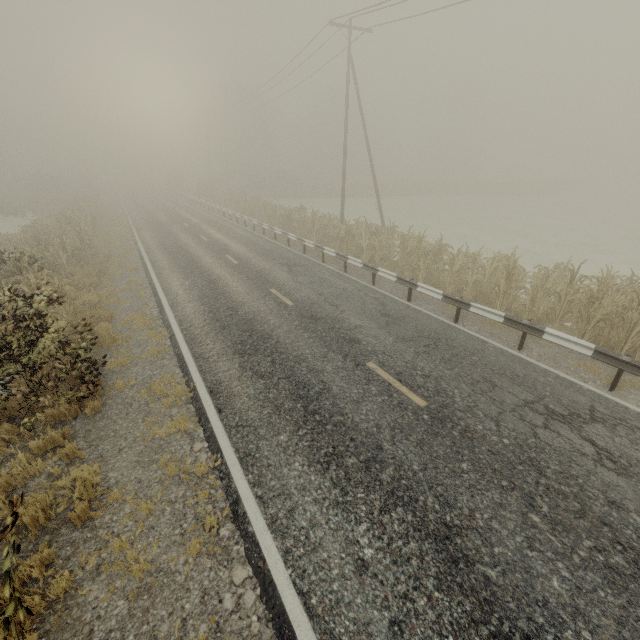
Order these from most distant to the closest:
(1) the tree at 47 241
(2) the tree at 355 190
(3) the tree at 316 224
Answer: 1. (2) the tree at 355 190
2. (3) the tree at 316 224
3. (1) the tree at 47 241

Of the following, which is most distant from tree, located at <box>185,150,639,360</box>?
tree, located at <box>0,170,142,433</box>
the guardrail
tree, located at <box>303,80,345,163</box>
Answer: tree, located at <box>303,80,345,163</box>

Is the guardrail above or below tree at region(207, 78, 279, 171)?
below

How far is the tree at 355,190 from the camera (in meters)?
46.31

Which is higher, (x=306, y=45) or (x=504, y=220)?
(x=306, y=45)

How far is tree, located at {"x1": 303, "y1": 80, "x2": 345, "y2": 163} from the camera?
56.0 meters

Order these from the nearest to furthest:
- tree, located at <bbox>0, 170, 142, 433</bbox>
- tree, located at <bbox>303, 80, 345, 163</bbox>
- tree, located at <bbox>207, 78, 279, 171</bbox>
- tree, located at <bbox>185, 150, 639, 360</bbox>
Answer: tree, located at <bbox>0, 170, 142, 433</bbox>, tree, located at <bbox>185, 150, 639, 360</bbox>, tree, located at <bbox>207, 78, 279, 171</bbox>, tree, located at <bbox>303, 80, 345, 163</bbox>

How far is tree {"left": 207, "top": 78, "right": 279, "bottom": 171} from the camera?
54.5m
